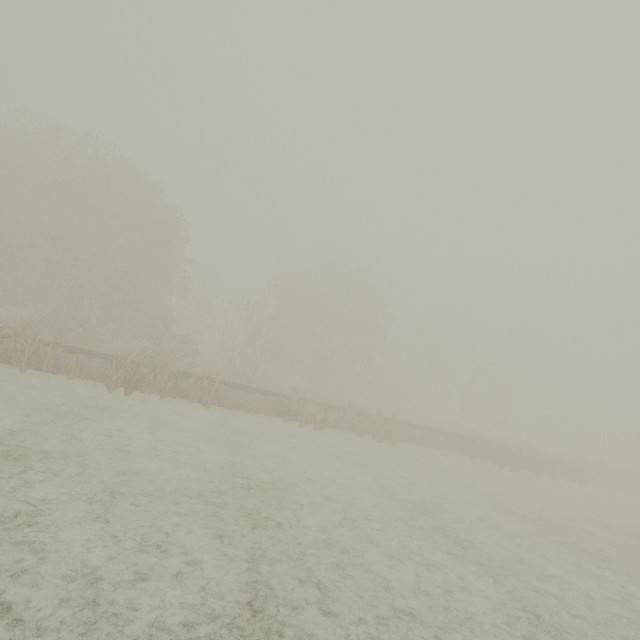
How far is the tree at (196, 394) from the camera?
15.9m

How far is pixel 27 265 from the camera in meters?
25.3 m

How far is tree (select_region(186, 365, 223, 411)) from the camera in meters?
15.9 m
